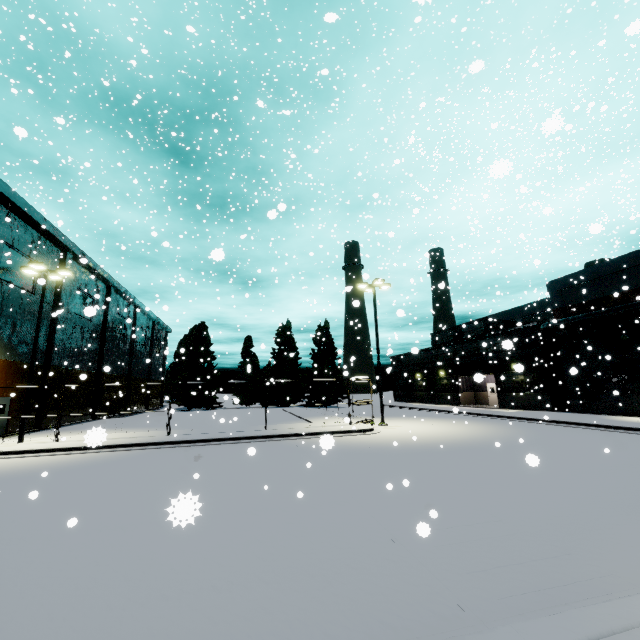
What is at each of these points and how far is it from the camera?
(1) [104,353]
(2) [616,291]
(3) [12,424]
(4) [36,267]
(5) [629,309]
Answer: (1) building, 36.4m
(2) building, 23.0m
(3) building, 22.7m
(4) light, 18.4m
(5) vent duct, 21.0m

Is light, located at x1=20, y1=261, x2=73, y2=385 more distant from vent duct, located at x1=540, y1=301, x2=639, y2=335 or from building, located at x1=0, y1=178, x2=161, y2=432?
vent duct, located at x1=540, y1=301, x2=639, y2=335

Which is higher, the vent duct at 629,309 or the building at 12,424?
the vent duct at 629,309

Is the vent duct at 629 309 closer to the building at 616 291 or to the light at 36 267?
the building at 616 291

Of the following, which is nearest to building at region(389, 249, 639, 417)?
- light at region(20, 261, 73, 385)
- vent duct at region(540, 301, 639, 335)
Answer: vent duct at region(540, 301, 639, 335)

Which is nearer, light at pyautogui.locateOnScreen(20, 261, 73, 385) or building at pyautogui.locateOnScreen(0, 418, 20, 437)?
light at pyautogui.locateOnScreen(20, 261, 73, 385)
